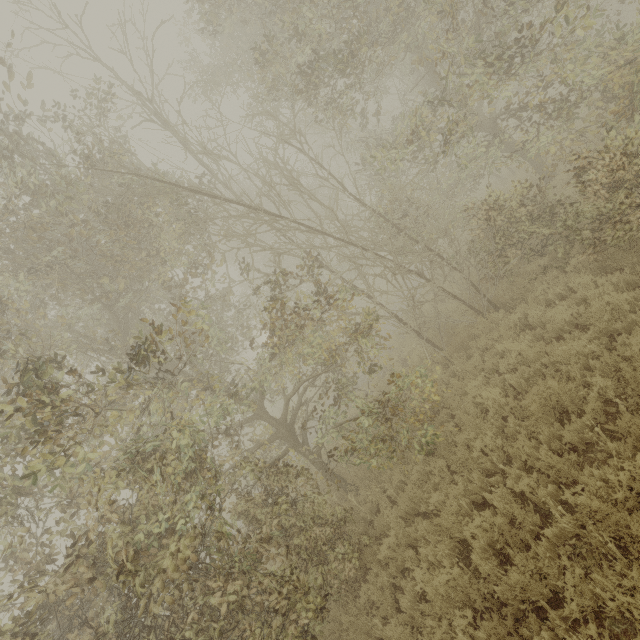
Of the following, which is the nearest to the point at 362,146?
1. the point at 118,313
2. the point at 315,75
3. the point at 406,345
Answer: the point at 315,75
